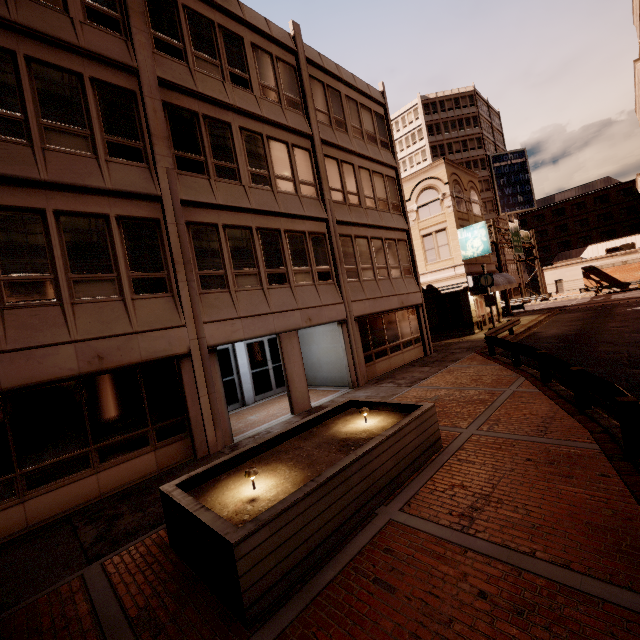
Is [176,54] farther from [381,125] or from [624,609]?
[624,609]

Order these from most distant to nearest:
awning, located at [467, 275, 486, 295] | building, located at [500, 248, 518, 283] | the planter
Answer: building, located at [500, 248, 518, 283]
awning, located at [467, 275, 486, 295]
the planter

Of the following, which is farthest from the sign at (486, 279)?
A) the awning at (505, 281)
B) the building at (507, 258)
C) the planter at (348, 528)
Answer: the building at (507, 258)

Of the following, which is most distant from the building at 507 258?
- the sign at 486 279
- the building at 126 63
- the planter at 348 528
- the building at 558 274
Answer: the planter at 348 528

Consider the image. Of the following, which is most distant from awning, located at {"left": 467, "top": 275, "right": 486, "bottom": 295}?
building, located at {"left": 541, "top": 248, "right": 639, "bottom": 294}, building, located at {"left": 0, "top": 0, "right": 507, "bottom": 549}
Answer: building, located at {"left": 541, "top": 248, "right": 639, "bottom": 294}

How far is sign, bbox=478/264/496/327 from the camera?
19.7m

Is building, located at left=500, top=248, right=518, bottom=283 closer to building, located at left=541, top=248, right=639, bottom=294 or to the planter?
building, located at left=541, top=248, right=639, bottom=294

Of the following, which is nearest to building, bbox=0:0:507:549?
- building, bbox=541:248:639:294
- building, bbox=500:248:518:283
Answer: building, bbox=500:248:518:283
